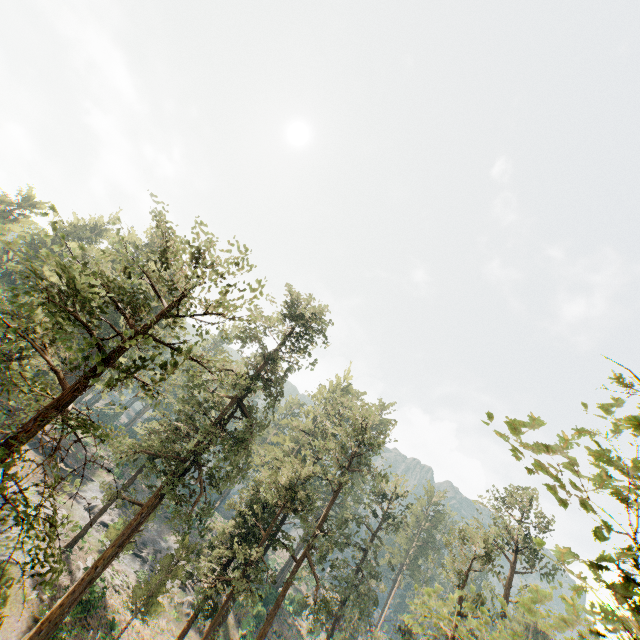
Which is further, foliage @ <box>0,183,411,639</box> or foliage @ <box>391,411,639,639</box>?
foliage @ <box>0,183,411,639</box>

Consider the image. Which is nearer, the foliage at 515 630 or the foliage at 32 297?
the foliage at 515 630

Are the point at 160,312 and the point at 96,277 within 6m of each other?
yes
